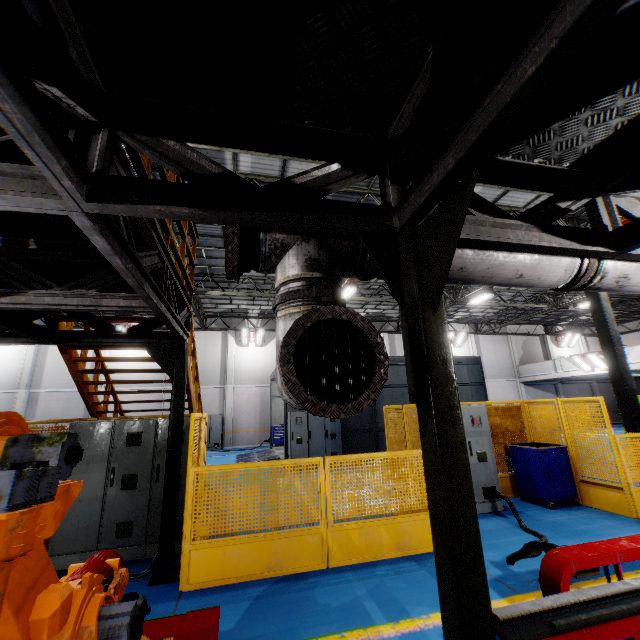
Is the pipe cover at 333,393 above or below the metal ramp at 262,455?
above

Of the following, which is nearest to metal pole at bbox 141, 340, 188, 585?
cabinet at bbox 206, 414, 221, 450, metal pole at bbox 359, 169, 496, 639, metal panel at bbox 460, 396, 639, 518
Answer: metal panel at bbox 460, 396, 639, 518

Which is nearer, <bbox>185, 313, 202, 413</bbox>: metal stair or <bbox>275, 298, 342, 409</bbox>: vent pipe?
<bbox>275, 298, 342, 409</bbox>: vent pipe

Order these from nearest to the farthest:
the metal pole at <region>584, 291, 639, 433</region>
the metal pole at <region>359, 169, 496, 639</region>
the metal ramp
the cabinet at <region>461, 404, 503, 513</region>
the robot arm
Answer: the robot arm < the metal pole at <region>359, 169, 496, 639</region> < the cabinet at <region>461, 404, 503, 513</region> < the metal pole at <region>584, 291, 639, 433</region> < the metal ramp

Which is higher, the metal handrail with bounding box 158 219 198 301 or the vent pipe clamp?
the metal handrail with bounding box 158 219 198 301

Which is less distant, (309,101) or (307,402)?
(307,402)

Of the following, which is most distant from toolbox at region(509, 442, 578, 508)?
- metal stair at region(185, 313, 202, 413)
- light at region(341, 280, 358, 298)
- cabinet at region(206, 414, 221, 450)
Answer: cabinet at region(206, 414, 221, 450)

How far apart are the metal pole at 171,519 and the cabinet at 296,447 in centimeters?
777cm
